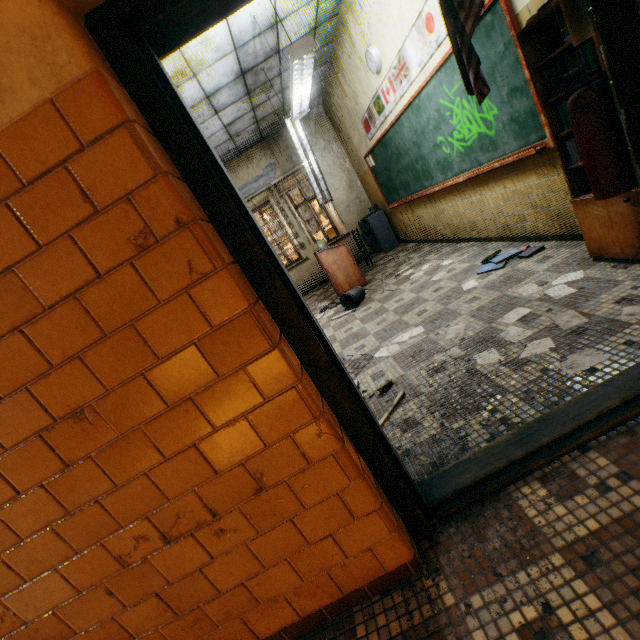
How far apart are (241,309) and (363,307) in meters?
4.1

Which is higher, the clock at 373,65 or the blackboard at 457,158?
the clock at 373,65

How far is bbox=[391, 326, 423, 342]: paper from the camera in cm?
314

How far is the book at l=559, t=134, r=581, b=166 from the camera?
2.3 meters

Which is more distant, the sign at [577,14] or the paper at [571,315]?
the paper at [571,315]

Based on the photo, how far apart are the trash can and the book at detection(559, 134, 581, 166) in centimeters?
316cm

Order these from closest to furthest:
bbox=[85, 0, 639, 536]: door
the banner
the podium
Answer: bbox=[85, 0, 639, 536]: door → the banner → the podium

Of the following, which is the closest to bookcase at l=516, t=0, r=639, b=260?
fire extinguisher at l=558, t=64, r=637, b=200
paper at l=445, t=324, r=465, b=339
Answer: fire extinguisher at l=558, t=64, r=637, b=200
